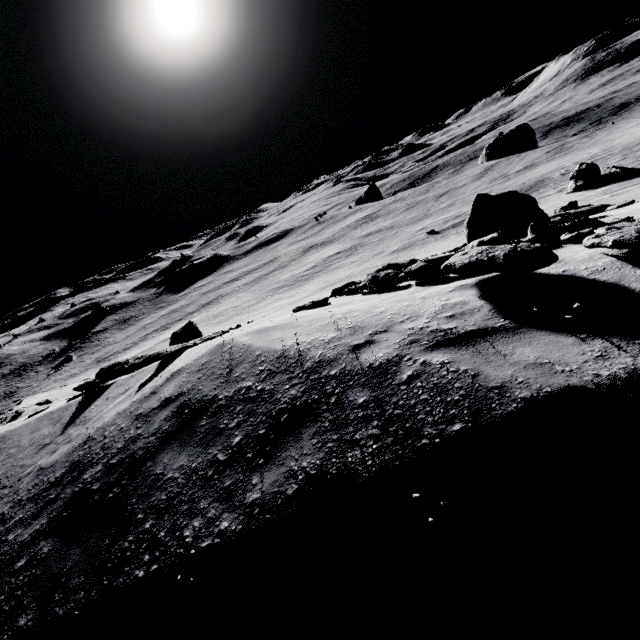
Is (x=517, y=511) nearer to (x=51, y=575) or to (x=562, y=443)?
(x=562, y=443)

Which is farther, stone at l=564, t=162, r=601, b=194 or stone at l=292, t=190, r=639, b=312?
stone at l=564, t=162, r=601, b=194

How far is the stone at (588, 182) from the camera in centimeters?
3117cm

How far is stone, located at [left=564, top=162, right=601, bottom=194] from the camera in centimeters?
3117cm

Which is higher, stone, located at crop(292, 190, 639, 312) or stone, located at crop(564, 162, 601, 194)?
stone, located at crop(292, 190, 639, 312)

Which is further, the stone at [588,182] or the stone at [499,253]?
the stone at [588,182]
